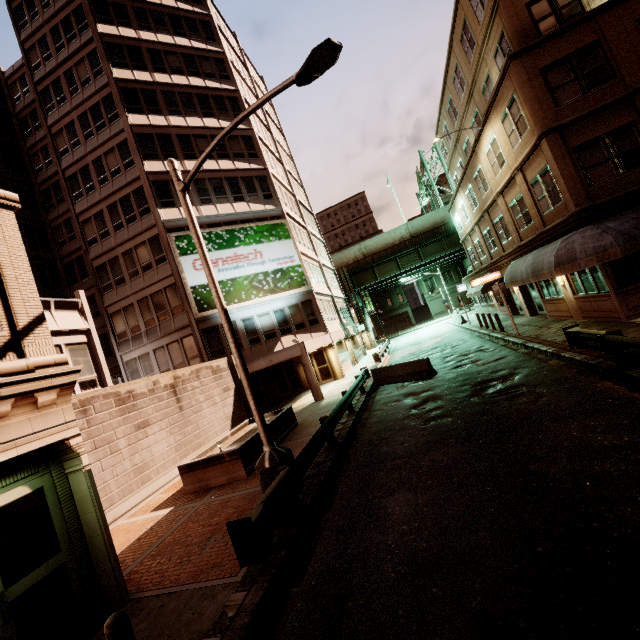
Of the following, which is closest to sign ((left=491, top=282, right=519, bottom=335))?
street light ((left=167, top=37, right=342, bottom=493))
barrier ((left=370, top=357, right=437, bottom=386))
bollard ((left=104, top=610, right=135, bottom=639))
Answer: barrier ((left=370, top=357, right=437, bottom=386))

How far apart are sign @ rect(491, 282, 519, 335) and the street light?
14.2m

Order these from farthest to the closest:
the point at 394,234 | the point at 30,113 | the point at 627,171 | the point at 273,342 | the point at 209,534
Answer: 1. the point at 394,234
2. the point at 30,113
3. the point at 273,342
4. the point at 627,171
5. the point at 209,534

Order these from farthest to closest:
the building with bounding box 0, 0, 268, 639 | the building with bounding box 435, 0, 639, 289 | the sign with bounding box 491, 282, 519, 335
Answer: the sign with bounding box 491, 282, 519, 335 → the building with bounding box 435, 0, 639, 289 → the building with bounding box 0, 0, 268, 639

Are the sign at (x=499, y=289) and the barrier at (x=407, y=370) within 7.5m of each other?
yes

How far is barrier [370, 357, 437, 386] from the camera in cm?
1573

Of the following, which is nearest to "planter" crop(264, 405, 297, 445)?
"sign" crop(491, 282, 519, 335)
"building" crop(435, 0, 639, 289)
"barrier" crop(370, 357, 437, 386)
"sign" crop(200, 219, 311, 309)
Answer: "barrier" crop(370, 357, 437, 386)

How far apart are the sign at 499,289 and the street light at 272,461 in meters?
14.2 m
